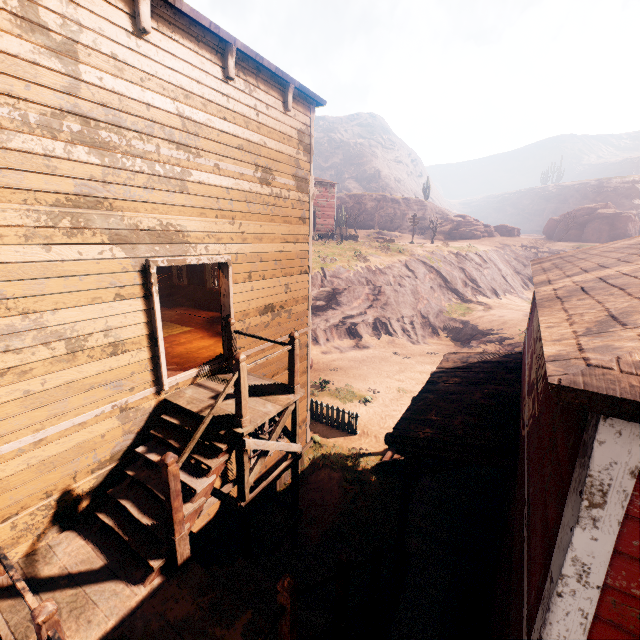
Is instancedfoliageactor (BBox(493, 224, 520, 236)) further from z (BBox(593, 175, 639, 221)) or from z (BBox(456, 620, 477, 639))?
z (BBox(593, 175, 639, 221))

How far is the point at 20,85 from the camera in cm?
371

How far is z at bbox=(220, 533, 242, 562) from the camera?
7.9m

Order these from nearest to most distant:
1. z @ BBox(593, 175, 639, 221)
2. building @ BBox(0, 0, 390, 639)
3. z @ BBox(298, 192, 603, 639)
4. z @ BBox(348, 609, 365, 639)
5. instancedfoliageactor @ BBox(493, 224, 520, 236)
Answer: building @ BBox(0, 0, 390, 639)
z @ BBox(348, 609, 365, 639)
z @ BBox(298, 192, 603, 639)
instancedfoliageactor @ BBox(493, 224, 520, 236)
z @ BBox(593, 175, 639, 221)

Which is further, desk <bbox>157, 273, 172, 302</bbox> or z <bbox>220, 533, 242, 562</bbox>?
desk <bbox>157, 273, 172, 302</bbox>

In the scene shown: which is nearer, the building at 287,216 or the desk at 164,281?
the building at 287,216

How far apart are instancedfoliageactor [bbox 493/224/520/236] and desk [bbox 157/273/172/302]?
51.9m

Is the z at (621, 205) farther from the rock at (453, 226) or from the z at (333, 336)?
the rock at (453, 226)
